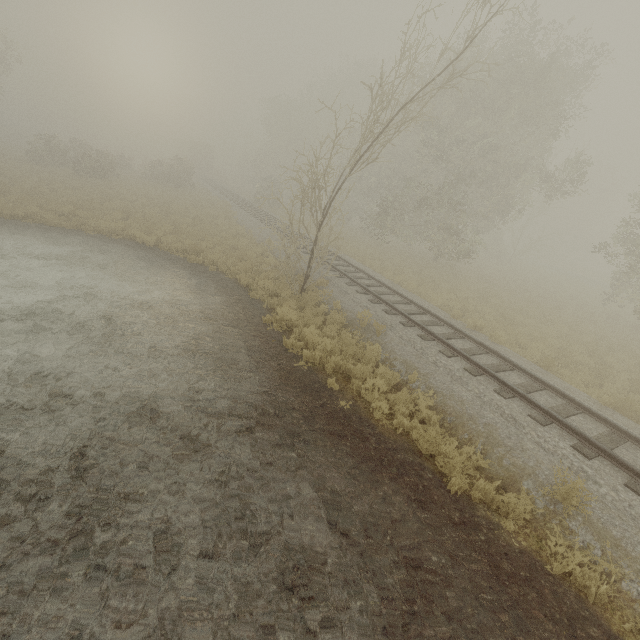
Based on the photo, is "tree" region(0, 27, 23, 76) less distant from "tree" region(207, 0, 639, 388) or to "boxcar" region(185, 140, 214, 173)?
"boxcar" region(185, 140, 214, 173)

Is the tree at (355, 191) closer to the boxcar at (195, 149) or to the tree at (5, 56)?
the tree at (5, 56)

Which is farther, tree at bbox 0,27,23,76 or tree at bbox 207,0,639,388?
tree at bbox 0,27,23,76

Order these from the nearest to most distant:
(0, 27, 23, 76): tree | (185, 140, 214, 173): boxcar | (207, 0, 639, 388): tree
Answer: (207, 0, 639, 388): tree → (0, 27, 23, 76): tree → (185, 140, 214, 173): boxcar

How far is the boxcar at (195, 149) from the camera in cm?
5238

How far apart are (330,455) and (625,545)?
5.0 meters

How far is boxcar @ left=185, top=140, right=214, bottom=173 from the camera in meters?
52.4 m

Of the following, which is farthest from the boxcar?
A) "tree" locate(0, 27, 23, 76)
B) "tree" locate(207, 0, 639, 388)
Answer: "tree" locate(207, 0, 639, 388)
